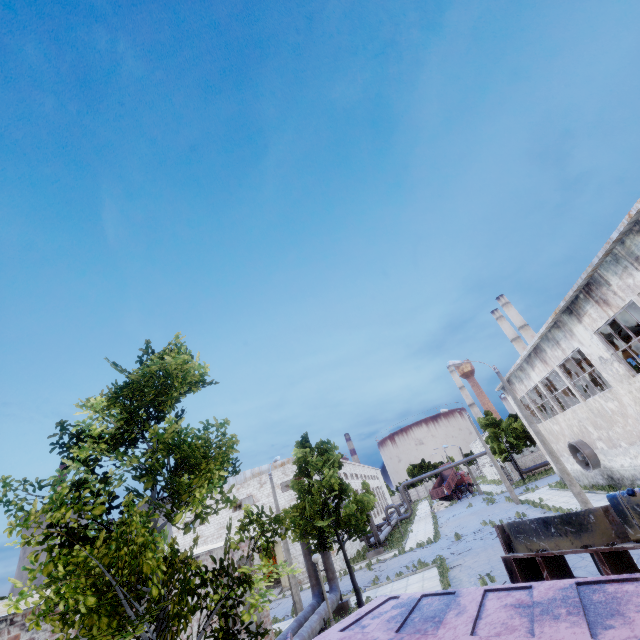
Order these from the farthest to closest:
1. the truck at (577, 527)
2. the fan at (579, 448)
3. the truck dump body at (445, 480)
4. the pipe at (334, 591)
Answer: the truck dump body at (445, 480) < the fan at (579, 448) < the pipe at (334, 591) < the truck at (577, 527)

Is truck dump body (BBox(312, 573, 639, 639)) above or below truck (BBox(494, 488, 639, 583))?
above

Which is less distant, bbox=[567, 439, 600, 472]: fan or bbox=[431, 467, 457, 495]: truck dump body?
bbox=[567, 439, 600, 472]: fan

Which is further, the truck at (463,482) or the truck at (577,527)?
the truck at (463,482)

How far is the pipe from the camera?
15.9 meters

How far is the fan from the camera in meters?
21.8

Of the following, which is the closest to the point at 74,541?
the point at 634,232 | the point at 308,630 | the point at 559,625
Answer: the point at 559,625

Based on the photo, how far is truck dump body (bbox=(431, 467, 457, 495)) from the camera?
54.1 meters
